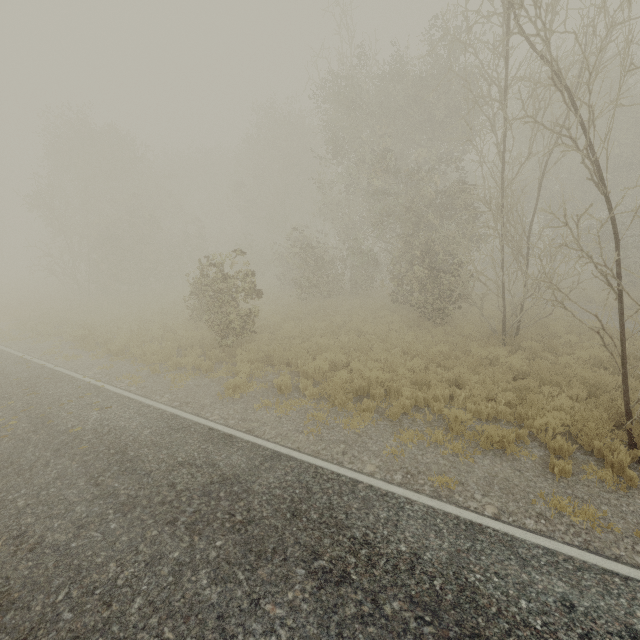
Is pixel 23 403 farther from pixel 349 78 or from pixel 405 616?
pixel 349 78
